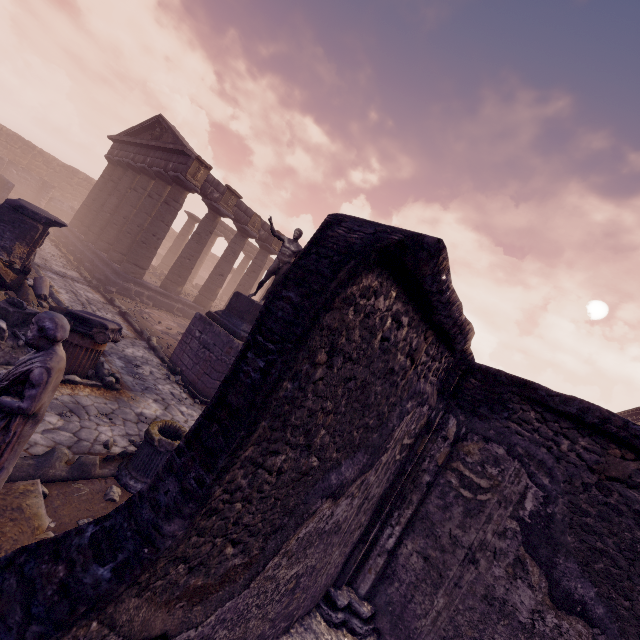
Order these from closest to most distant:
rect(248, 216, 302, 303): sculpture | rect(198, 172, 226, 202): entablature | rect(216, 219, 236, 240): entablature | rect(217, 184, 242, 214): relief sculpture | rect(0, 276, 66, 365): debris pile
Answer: rect(0, 276, 66, 365): debris pile, rect(248, 216, 302, 303): sculpture, rect(198, 172, 226, 202): entablature, rect(217, 184, 242, 214): relief sculpture, rect(216, 219, 236, 240): entablature

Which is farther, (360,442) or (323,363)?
(360,442)

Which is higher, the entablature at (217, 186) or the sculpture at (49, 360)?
the entablature at (217, 186)

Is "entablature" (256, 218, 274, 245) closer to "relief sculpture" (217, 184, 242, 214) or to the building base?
"relief sculpture" (217, 184, 242, 214)

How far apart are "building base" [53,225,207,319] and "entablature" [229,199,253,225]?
5.29m

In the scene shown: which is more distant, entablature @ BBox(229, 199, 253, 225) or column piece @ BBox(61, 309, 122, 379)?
entablature @ BBox(229, 199, 253, 225)

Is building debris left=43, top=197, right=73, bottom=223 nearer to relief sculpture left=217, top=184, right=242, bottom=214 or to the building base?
the building base

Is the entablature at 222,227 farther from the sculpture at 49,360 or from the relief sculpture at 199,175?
the sculpture at 49,360
